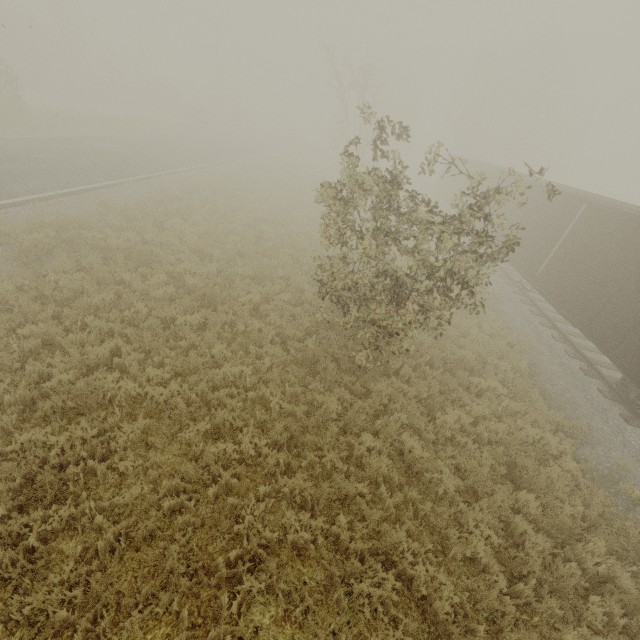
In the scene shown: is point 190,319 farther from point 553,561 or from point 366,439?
point 553,561

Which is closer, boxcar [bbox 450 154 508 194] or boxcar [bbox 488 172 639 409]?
boxcar [bbox 488 172 639 409]

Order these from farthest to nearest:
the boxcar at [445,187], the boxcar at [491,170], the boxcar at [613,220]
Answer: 1. the boxcar at [445,187]
2. the boxcar at [491,170]
3. the boxcar at [613,220]

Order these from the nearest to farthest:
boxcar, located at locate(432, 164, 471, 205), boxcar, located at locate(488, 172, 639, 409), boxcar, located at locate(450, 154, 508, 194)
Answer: boxcar, located at locate(488, 172, 639, 409) < boxcar, located at locate(450, 154, 508, 194) < boxcar, located at locate(432, 164, 471, 205)

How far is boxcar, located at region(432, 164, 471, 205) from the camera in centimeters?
2674cm

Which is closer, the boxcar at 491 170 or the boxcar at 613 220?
the boxcar at 613 220
